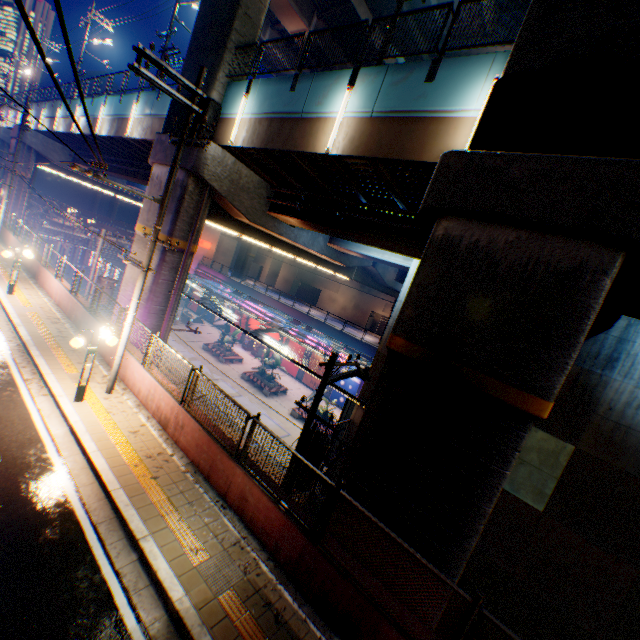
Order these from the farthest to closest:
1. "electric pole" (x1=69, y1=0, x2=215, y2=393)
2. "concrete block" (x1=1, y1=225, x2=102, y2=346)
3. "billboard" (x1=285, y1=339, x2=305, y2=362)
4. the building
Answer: the building, "billboard" (x1=285, y1=339, x2=305, y2=362), "concrete block" (x1=1, y1=225, x2=102, y2=346), "electric pole" (x1=69, y1=0, x2=215, y2=393)

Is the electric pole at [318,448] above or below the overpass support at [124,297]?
below

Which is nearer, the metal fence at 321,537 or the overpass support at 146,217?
the metal fence at 321,537

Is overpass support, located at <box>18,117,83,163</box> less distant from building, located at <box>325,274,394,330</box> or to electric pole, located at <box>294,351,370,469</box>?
electric pole, located at <box>294,351,370,469</box>

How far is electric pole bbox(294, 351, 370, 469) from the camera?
8.80m

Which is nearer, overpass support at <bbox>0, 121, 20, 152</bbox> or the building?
overpass support at <bbox>0, 121, 20, 152</bbox>

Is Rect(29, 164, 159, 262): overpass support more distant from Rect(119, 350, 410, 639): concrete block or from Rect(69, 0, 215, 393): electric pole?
Rect(69, 0, 215, 393): electric pole

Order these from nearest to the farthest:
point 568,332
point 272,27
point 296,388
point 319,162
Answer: point 568,332 < point 319,162 < point 272,27 < point 296,388
